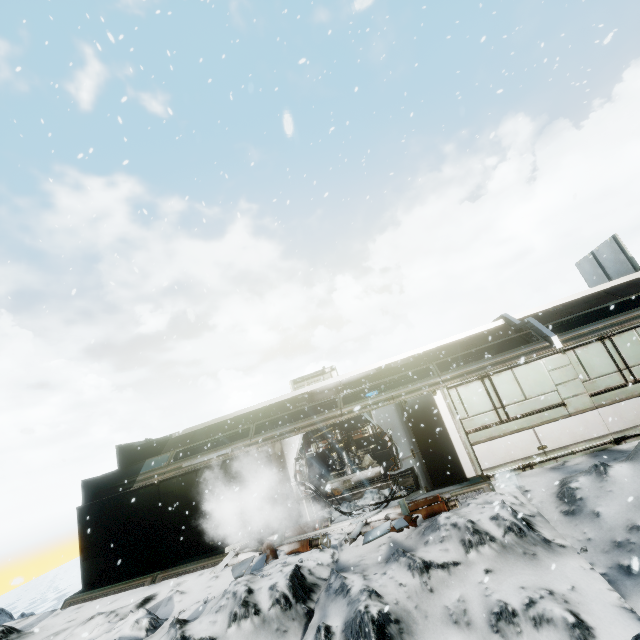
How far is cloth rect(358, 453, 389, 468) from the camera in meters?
16.6 m

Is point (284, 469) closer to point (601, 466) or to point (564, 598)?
point (564, 598)

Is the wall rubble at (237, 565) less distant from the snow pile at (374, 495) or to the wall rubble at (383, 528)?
the snow pile at (374, 495)

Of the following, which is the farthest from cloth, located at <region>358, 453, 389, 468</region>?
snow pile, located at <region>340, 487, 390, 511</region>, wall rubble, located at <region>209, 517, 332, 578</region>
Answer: wall rubble, located at <region>209, 517, 332, 578</region>

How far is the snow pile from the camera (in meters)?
10.23

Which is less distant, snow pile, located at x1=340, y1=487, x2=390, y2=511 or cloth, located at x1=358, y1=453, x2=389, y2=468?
snow pile, located at x1=340, y1=487, x2=390, y2=511

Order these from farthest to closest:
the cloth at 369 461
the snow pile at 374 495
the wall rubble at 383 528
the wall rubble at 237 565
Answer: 1. the cloth at 369 461
2. the snow pile at 374 495
3. the wall rubble at 237 565
4. the wall rubble at 383 528

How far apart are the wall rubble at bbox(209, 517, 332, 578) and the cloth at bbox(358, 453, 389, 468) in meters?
7.2
